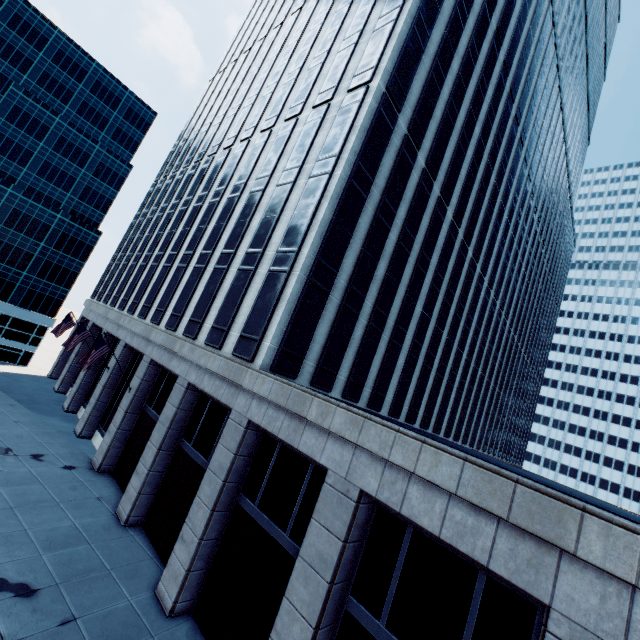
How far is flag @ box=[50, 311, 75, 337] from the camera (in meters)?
28.14

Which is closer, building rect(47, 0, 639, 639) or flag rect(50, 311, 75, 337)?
building rect(47, 0, 639, 639)

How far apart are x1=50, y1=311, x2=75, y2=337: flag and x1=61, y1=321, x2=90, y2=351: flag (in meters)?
5.70

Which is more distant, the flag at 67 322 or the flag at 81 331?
the flag at 67 322

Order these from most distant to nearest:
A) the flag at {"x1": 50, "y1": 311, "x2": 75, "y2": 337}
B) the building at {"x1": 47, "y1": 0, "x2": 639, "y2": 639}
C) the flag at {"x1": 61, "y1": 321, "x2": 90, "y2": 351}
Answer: the flag at {"x1": 50, "y1": 311, "x2": 75, "y2": 337} < the flag at {"x1": 61, "y1": 321, "x2": 90, "y2": 351} < the building at {"x1": 47, "y1": 0, "x2": 639, "y2": 639}

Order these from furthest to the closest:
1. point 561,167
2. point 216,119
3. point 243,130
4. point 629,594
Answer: point 561,167, point 216,119, point 243,130, point 629,594

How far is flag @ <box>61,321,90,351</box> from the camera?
24.0m

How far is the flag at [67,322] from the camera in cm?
2814
